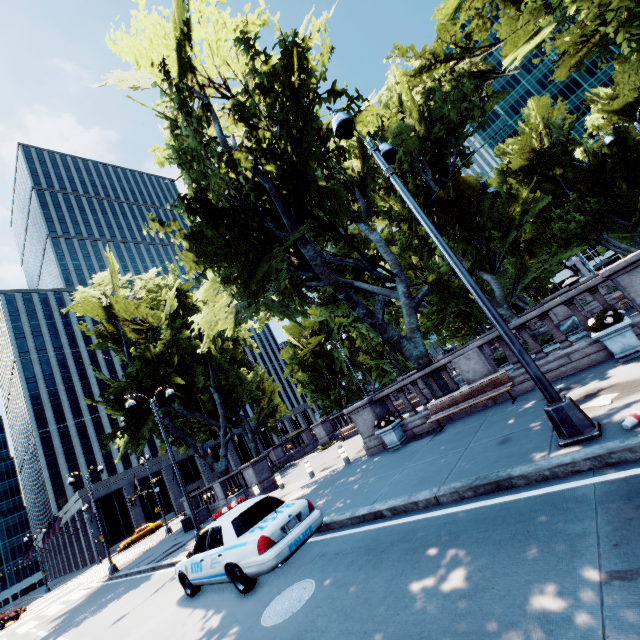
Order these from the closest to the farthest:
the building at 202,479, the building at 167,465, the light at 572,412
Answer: the light at 572,412, the building at 167,465, the building at 202,479

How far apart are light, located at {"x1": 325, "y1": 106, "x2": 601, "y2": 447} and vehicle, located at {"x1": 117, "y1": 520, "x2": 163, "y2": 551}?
51.43m

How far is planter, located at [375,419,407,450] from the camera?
11.9m

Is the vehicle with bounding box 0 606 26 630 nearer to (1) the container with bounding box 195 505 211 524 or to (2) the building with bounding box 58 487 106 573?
(2) the building with bounding box 58 487 106 573

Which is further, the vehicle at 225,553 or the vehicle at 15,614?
the vehicle at 15,614

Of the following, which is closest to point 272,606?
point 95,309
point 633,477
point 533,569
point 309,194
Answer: point 533,569

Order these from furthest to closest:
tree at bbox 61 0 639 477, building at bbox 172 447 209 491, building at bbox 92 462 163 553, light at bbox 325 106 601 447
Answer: building at bbox 172 447 209 491, building at bbox 92 462 163 553, tree at bbox 61 0 639 477, light at bbox 325 106 601 447

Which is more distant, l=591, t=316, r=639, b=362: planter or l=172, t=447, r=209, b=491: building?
l=172, t=447, r=209, b=491: building
